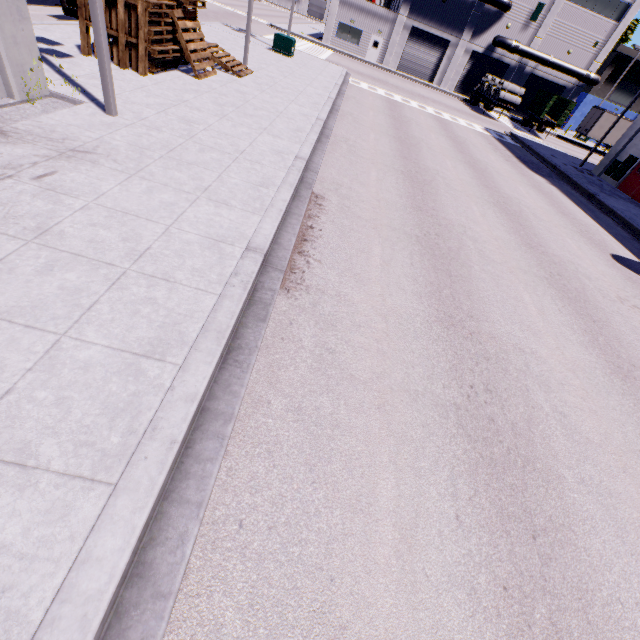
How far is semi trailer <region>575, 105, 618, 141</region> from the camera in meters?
36.5

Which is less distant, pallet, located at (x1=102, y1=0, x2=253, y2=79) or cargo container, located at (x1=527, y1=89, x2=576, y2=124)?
pallet, located at (x1=102, y1=0, x2=253, y2=79)

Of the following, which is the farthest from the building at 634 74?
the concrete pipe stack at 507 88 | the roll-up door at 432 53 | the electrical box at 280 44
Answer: the electrical box at 280 44

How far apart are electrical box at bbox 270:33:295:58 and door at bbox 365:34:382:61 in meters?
23.4 m

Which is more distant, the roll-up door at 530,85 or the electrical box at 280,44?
the roll-up door at 530,85

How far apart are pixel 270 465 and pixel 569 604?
3.3m

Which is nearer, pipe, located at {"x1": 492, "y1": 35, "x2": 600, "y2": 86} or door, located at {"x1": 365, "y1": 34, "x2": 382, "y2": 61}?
pipe, located at {"x1": 492, "y1": 35, "x2": 600, "y2": 86}

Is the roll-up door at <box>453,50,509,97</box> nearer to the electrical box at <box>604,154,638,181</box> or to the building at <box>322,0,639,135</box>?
the building at <box>322,0,639,135</box>
